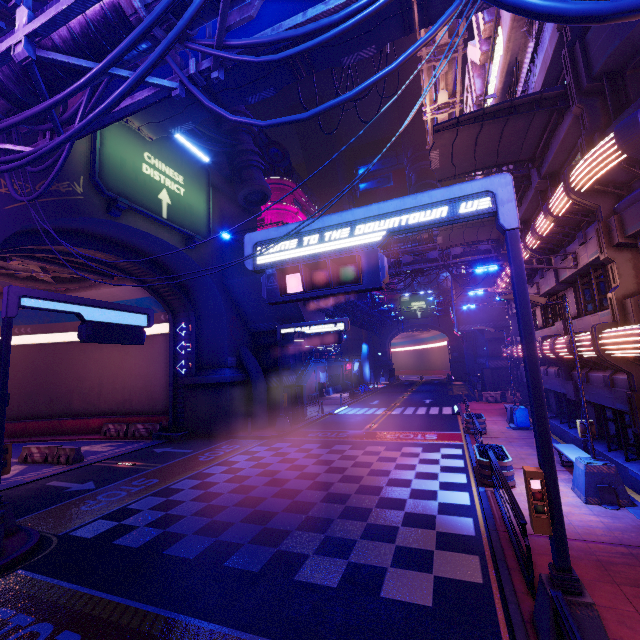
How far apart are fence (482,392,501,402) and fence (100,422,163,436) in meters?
27.0 m

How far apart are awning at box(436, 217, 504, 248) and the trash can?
10.9 meters

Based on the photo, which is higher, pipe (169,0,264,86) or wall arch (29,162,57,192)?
wall arch (29,162,57,192)

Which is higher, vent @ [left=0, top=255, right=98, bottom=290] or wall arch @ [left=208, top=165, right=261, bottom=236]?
wall arch @ [left=208, top=165, right=261, bottom=236]

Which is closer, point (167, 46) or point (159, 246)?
point (167, 46)

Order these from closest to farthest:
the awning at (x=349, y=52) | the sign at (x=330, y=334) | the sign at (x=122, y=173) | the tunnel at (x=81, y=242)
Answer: the awning at (x=349, y=52) → the sign at (x=122, y=173) → the tunnel at (x=81, y=242) → the sign at (x=330, y=334)

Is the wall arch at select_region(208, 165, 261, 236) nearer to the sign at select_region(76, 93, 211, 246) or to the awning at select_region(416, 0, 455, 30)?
the sign at select_region(76, 93, 211, 246)

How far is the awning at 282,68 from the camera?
12.3m
